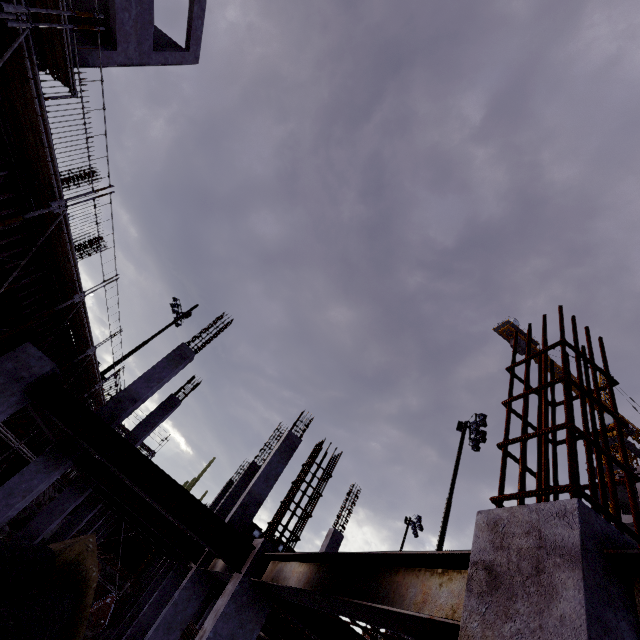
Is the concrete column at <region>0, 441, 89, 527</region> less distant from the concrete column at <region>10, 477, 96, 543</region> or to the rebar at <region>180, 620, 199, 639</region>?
the concrete column at <region>10, 477, 96, 543</region>

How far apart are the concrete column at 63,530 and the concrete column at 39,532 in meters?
4.3

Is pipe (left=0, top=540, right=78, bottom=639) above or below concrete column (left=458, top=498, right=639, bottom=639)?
below

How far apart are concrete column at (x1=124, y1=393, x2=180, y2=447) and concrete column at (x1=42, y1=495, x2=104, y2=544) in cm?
434

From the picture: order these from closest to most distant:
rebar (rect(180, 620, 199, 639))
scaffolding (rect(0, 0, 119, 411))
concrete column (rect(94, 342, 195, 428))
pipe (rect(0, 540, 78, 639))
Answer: pipe (rect(0, 540, 78, 639)) → scaffolding (rect(0, 0, 119, 411)) → concrete column (rect(94, 342, 195, 428)) → rebar (rect(180, 620, 199, 639))

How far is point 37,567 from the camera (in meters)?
6.41

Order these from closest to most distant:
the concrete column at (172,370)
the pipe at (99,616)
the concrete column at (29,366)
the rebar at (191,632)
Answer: the concrete column at (29,366), the concrete column at (172,370), the rebar at (191,632), the pipe at (99,616)

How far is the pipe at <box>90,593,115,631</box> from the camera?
18.84m
